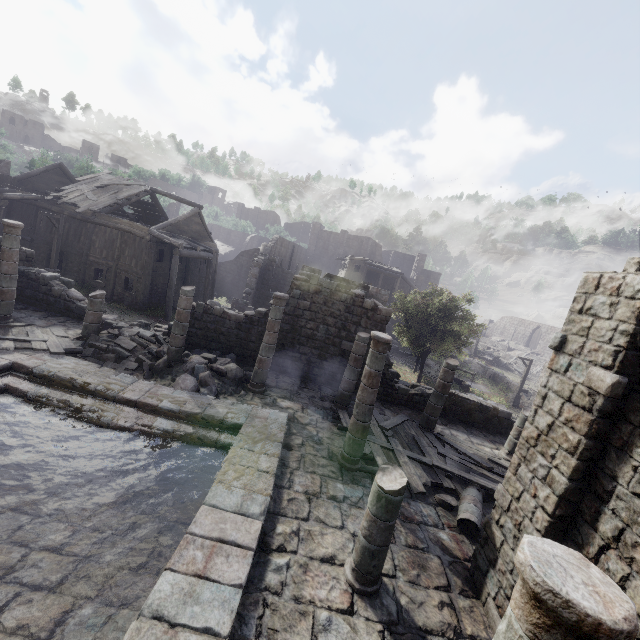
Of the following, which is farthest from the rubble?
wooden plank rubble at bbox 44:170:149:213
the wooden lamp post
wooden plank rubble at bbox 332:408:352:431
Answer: the wooden lamp post

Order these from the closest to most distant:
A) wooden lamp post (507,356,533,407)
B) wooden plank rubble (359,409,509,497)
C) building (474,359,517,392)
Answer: wooden plank rubble (359,409,509,497), wooden lamp post (507,356,533,407), building (474,359,517,392)

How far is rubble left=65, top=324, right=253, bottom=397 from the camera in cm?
1148

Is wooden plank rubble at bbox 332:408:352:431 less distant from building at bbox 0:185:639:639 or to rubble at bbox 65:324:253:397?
building at bbox 0:185:639:639

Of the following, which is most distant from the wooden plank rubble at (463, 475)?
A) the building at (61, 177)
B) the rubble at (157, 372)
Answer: the rubble at (157, 372)

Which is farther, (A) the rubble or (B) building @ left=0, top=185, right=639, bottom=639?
(A) the rubble

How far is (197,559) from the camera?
5.16m

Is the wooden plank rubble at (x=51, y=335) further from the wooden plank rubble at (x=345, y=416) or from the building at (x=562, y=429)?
the wooden plank rubble at (x=345, y=416)
